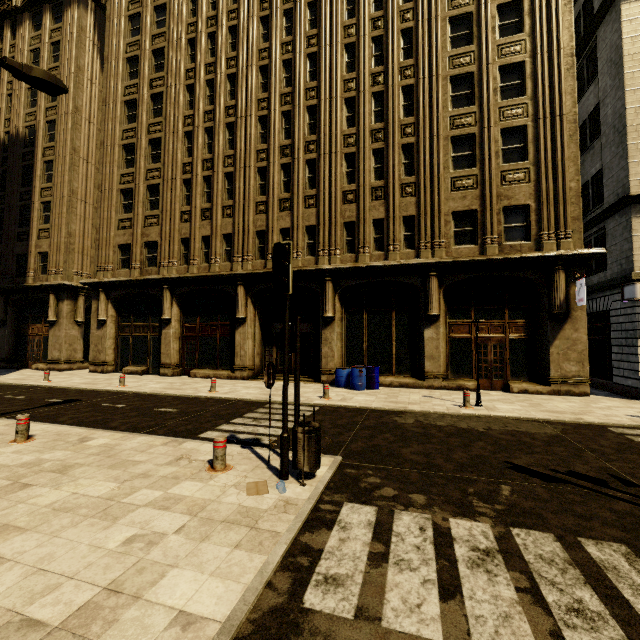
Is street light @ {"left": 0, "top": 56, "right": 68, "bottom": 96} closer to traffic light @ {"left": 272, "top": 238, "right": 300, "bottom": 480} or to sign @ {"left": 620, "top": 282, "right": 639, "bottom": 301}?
traffic light @ {"left": 272, "top": 238, "right": 300, "bottom": 480}

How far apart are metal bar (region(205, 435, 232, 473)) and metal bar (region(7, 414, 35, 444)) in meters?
4.8

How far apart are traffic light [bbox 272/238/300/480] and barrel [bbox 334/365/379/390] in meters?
9.2 m

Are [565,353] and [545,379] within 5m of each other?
yes

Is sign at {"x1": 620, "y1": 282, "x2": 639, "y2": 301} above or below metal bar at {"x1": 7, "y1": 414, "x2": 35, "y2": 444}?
above

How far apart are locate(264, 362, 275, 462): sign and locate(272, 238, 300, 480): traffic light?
0.60m

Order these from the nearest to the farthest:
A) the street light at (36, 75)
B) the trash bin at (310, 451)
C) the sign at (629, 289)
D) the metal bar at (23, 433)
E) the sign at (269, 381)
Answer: the trash bin at (310, 451) → the sign at (269, 381) → the street light at (36, 75) → the metal bar at (23, 433) → the sign at (629, 289)

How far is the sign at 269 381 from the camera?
5.9m
